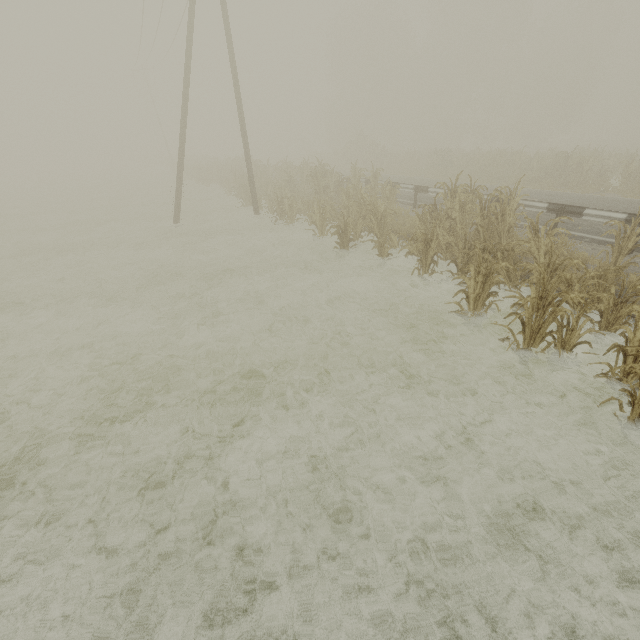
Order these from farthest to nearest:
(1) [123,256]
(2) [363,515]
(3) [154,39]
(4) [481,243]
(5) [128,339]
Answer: (3) [154,39]
(1) [123,256]
(5) [128,339]
(4) [481,243]
(2) [363,515]

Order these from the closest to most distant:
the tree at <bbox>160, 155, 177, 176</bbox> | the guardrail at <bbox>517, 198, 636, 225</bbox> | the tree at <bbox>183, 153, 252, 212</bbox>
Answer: the guardrail at <bbox>517, 198, 636, 225</bbox>, the tree at <bbox>183, 153, 252, 212</bbox>, the tree at <bbox>160, 155, 177, 176</bbox>

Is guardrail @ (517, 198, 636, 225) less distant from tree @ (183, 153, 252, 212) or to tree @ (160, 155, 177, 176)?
tree @ (183, 153, 252, 212)

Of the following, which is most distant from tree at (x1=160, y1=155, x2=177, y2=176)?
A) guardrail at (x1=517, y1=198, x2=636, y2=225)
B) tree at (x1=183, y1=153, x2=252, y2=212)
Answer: tree at (x1=183, y1=153, x2=252, y2=212)

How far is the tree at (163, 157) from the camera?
40.6m

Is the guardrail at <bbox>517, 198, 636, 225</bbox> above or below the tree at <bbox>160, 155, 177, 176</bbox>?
below

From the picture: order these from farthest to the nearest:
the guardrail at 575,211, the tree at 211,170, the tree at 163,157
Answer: the tree at 163,157 → the tree at 211,170 → the guardrail at 575,211
